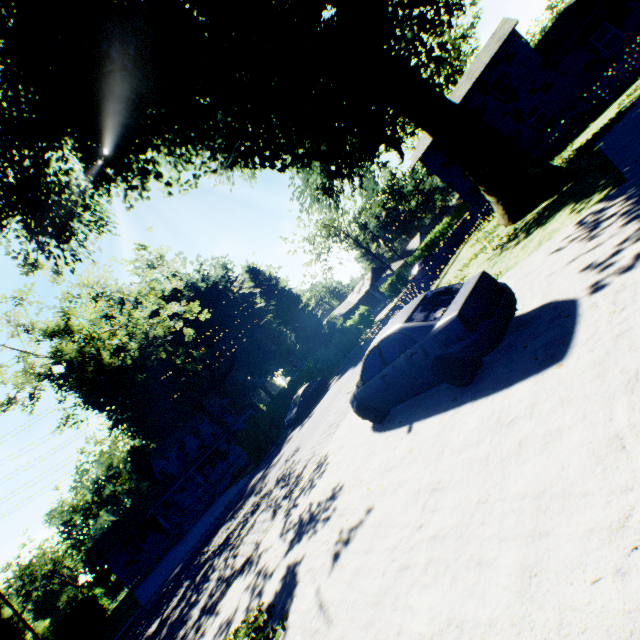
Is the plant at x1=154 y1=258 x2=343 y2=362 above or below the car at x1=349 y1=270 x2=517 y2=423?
above

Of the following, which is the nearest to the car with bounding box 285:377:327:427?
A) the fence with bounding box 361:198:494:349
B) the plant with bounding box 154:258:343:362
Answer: the fence with bounding box 361:198:494:349

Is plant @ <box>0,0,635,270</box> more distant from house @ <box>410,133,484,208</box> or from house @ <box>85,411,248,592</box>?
house @ <box>85,411,248,592</box>

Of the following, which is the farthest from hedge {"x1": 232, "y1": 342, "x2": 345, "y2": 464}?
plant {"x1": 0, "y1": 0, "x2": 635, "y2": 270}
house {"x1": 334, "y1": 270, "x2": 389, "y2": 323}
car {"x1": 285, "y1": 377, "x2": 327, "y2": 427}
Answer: house {"x1": 334, "y1": 270, "x2": 389, "y2": 323}

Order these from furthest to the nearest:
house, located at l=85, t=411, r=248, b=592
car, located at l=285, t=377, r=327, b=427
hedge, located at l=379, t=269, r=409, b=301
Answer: → hedge, located at l=379, t=269, r=409, b=301 → house, located at l=85, t=411, r=248, b=592 → car, located at l=285, t=377, r=327, b=427

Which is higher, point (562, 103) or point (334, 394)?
point (562, 103)

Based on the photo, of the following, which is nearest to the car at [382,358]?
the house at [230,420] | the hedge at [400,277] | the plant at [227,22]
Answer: the plant at [227,22]

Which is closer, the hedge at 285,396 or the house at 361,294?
the hedge at 285,396
